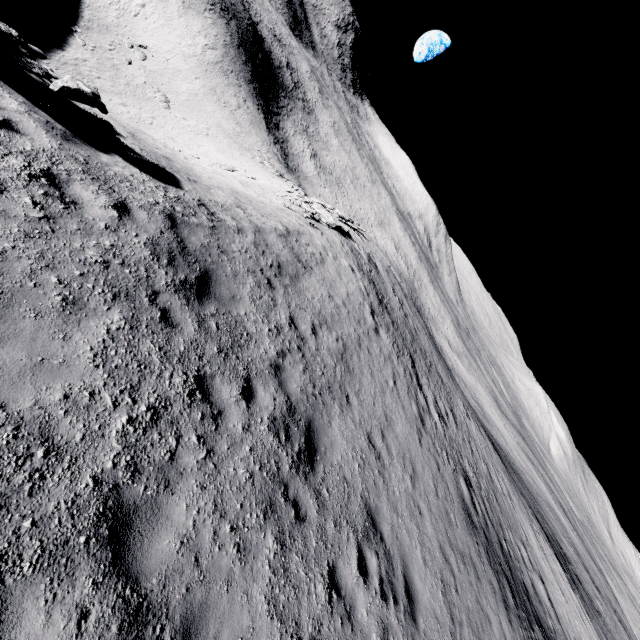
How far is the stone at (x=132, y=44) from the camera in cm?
4728

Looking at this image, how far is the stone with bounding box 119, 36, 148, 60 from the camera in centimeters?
4728cm

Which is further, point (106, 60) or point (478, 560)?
point (106, 60)

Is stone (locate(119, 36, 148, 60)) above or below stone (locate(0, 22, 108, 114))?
below

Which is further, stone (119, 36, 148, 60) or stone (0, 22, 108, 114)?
stone (119, 36, 148, 60)

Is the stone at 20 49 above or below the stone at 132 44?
above
